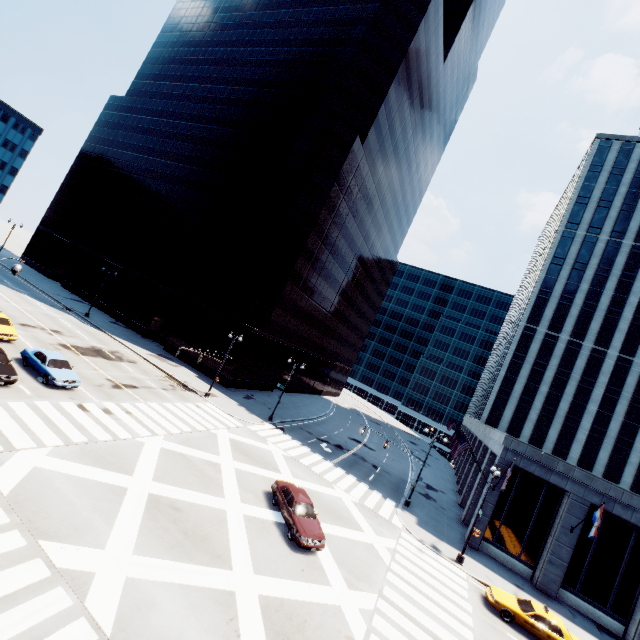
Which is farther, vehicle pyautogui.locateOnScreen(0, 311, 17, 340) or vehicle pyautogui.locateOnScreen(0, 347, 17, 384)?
vehicle pyautogui.locateOnScreen(0, 311, 17, 340)

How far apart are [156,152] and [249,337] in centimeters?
4264cm

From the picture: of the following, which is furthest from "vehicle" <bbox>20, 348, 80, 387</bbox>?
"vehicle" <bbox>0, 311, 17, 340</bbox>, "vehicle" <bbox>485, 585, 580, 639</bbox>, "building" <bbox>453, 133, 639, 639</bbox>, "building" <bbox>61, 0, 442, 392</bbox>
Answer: "building" <bbox>453, 133, 639, 639</bbox>

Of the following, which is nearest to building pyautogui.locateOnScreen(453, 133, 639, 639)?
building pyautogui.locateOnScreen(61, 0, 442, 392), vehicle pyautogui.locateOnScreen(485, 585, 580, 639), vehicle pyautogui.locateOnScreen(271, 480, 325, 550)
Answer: vehicle pyautogui.locateOnScreen(485, 585, 580, 639)

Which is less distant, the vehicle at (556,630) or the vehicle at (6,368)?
the vehicle at (556,630)

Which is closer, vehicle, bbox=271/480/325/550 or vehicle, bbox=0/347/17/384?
vehicle, bbox=271/480/325/550

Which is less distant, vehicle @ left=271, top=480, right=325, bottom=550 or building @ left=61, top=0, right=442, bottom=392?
vehicle @ left=271, top=480, right=325, bottom=550

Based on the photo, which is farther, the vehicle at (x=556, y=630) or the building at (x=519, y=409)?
the building at (x=519, y=409)
